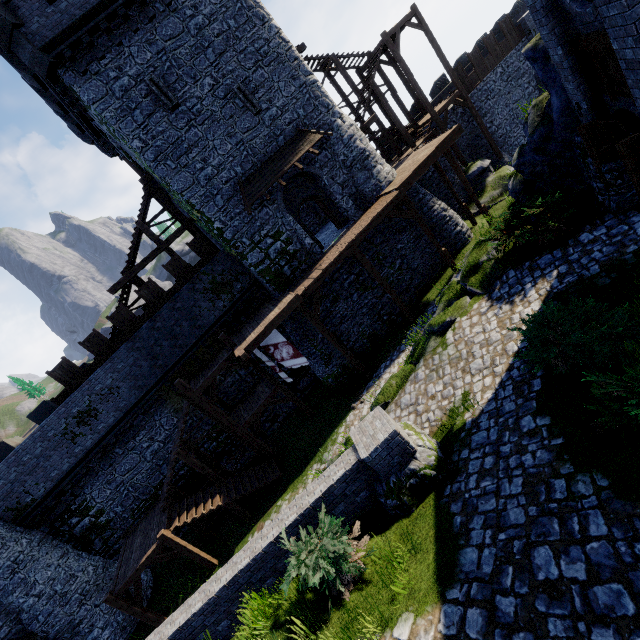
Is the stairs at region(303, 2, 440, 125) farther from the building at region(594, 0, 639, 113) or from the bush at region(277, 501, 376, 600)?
the bush at region(277, 501, 376, 600)

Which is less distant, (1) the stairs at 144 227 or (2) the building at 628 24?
(2) the building at 628 24

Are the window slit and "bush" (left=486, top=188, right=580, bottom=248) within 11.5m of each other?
no

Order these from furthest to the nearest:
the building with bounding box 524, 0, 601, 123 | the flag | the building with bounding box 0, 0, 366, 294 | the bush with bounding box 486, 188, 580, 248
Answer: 1. the flag
2. the building with bounding box 0, 0, 366, 294
3. the bush with bounding box 486, 188, 580, 248
4. the building with bounding box 524, 0, 601, 123

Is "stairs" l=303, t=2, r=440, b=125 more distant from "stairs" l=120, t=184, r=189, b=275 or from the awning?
"stairs" l=120, t=184, r=189, b=275

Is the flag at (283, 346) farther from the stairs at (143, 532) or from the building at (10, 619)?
the building at (10, 619)

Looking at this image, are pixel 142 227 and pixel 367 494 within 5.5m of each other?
no

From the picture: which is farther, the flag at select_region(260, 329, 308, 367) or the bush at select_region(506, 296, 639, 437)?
the flag at select_region(260, 329, 308, 367)
